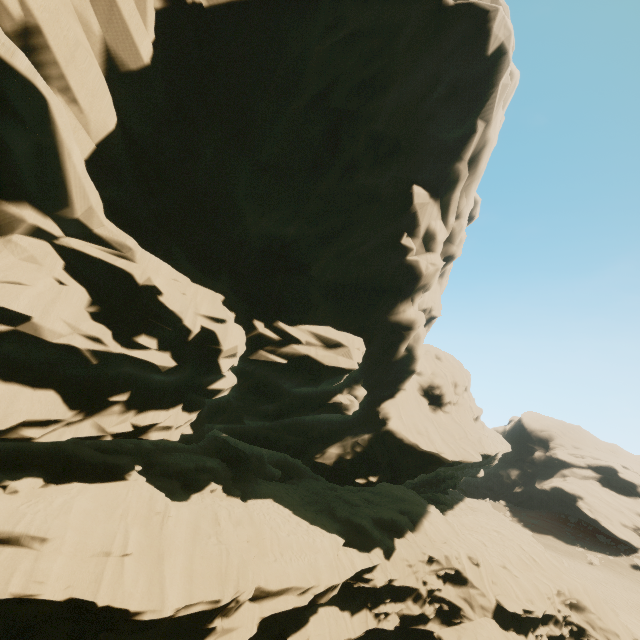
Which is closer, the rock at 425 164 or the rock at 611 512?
the rock at 425 164

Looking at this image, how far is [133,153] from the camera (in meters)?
11.99

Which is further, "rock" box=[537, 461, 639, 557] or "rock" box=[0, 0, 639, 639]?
"rock" box=[537, 461, 639, 557]
